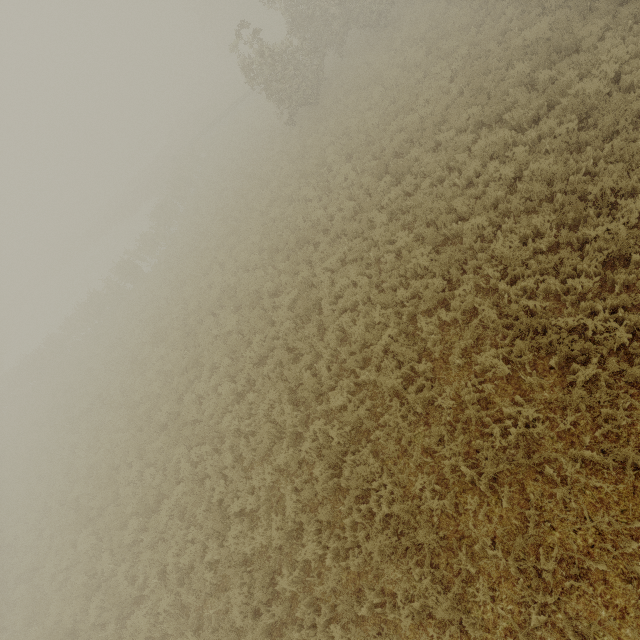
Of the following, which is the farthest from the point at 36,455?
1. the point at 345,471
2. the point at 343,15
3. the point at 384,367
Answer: the point at 343,15
